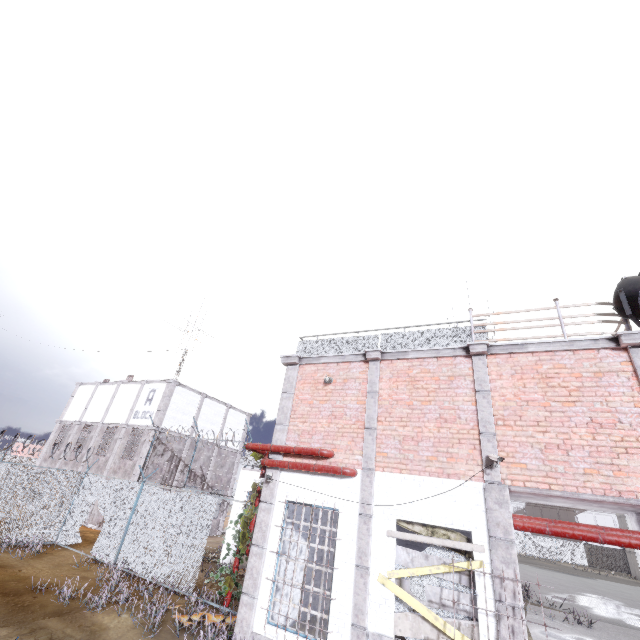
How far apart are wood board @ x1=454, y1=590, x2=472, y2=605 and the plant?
4.0m

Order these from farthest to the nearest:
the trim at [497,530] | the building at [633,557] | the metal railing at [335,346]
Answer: the building at [633,557], the metal railing at [335,346], the trim at [497,530]

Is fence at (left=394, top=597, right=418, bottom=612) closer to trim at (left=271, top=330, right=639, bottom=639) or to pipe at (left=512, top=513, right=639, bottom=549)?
trim at (left=271, top=330, right=639, bottom=639)

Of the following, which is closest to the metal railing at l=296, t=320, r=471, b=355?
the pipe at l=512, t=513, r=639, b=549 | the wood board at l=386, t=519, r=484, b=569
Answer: the pipe at l=512, t=513, r=639, b=549

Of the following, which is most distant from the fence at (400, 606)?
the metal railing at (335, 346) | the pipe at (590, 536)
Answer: the pipe at (590, 536)

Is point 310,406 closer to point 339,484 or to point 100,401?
point 339,484

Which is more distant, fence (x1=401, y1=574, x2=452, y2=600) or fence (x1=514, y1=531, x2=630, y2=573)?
fence (x1=514, y1=531, x2=630, y2=573)

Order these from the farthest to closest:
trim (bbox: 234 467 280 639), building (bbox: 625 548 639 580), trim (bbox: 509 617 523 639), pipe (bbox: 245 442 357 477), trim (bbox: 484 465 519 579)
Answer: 1. building (bbox: 625 548 639 580)
2. pipe (bbox: 245 442 357 477)
3. trim (bbox: 234 467 280 639)
4. trim (bbox: 484 465 519 579)
5. trim (bbox: 509 617 523 639)
